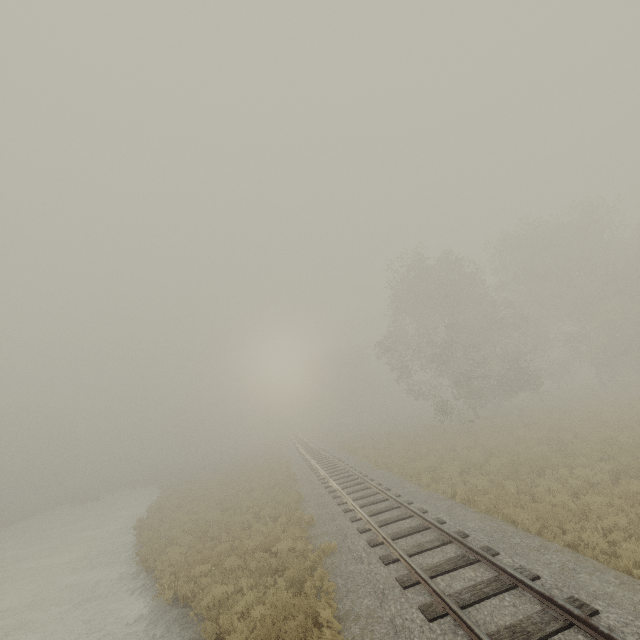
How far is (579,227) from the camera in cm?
3159
